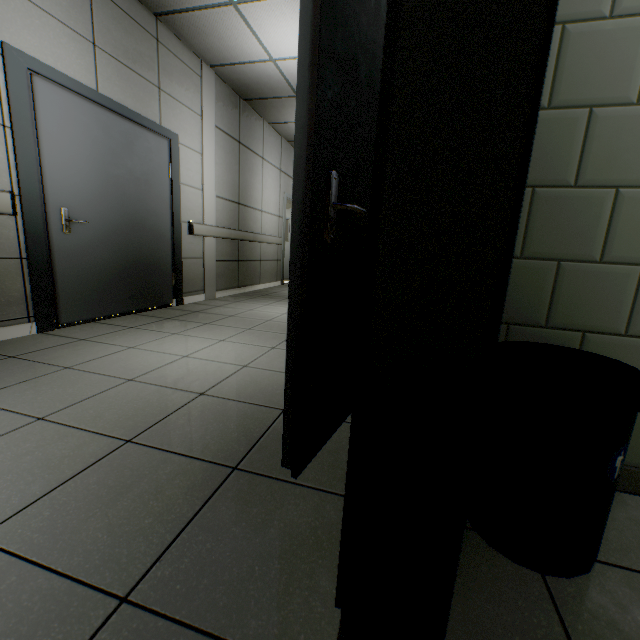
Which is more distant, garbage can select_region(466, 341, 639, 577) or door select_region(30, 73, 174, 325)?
door select_region(30, 73, 174, 325)

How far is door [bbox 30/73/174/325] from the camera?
2.76m

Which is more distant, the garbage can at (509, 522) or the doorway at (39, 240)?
the doorway at (39, 240)

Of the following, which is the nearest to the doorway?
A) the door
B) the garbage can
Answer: the door

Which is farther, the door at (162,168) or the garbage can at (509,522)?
the door at (162,168)

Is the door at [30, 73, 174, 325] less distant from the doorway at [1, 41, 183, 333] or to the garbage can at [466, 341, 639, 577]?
the doorway at [1, 41, 183, 333]

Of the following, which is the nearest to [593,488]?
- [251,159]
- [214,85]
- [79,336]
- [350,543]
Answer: [350,543]
